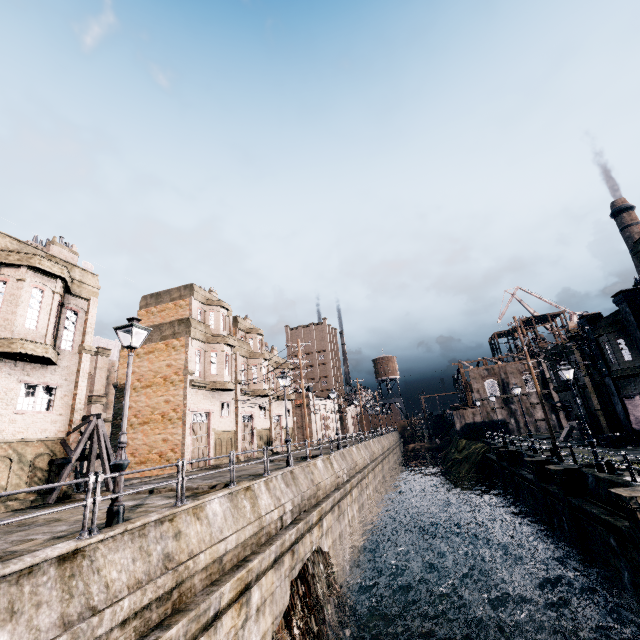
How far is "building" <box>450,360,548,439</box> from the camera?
52.16m

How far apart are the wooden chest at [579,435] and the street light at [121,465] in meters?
41.4 m

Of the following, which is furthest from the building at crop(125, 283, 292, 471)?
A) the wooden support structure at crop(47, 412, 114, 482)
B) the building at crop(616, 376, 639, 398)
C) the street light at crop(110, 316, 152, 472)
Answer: the building at crop(616, 376, 639, 398)

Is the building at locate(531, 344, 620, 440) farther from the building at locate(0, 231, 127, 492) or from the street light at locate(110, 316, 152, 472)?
the building at locate(0, 231, 127, 492)

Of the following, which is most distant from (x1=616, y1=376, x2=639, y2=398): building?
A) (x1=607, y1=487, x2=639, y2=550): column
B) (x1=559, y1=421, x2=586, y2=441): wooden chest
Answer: (x1=607, y1=487, x2=639, y2=550): column

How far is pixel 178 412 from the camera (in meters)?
25.75

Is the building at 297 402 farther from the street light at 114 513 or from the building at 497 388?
the building at 497 388

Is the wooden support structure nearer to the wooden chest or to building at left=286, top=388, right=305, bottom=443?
building at left=286, top=388, right=305, bottom=443
